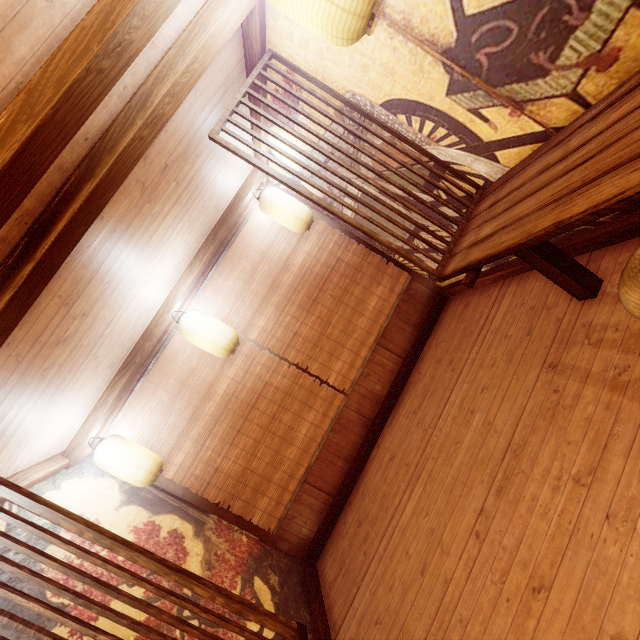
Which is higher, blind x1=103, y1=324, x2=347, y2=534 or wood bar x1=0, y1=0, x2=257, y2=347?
wood bar x1=0, y1=0, x2=257, y2=347

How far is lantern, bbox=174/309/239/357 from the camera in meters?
6.0 m

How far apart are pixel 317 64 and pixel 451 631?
6.7m

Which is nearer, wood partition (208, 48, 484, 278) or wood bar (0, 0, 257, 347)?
wood bar (0, 0, 257, 347)

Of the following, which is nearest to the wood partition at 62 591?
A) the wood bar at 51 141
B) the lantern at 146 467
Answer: the wood bar at 51 141

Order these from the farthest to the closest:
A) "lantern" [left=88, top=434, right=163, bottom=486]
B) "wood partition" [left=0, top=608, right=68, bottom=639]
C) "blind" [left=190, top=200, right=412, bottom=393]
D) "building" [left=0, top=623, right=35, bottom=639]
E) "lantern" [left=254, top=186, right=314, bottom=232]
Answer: "blind" [left=190, top=200, right=412, bottom=393]
"lantern" [left=254, top=186, right=314, bottom=232]
"lantern" [left=88, top=434, right=163, bottom=486]
"building" [left=0, top=623, right=35, bottom=639]
"wood partition" [left=0, top=608, right=68, bottom=639]

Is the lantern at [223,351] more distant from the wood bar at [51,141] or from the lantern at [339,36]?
the lantern at [339,36]

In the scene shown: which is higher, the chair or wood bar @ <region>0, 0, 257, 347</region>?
wood bar @ <region>0, 0, 257, 347</region>
